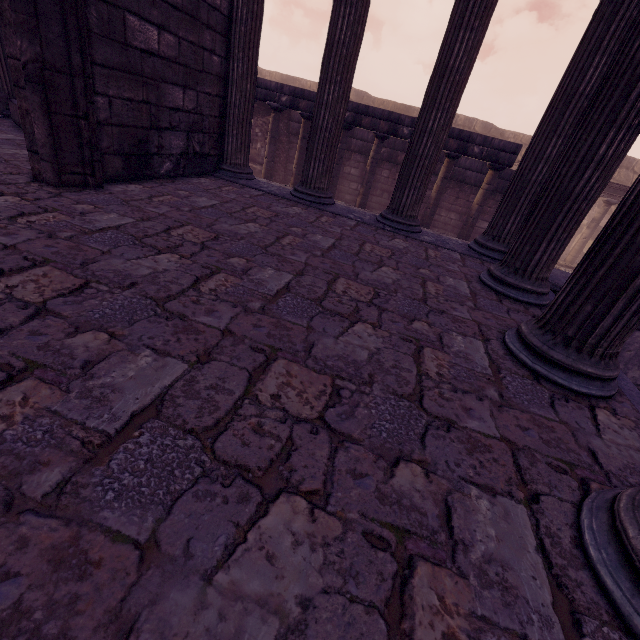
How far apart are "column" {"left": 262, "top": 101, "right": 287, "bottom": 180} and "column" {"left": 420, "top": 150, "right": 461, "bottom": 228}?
4.9m

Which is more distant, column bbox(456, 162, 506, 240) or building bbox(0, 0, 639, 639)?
column bbox(456, 162, 506, 240)

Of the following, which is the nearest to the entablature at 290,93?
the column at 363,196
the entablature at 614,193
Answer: the column at 363,196

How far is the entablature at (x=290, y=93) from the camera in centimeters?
917cm

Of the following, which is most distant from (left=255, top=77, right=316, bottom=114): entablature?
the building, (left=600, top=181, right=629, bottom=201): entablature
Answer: (left=600, top=181, right=629, bottom=201): entablature

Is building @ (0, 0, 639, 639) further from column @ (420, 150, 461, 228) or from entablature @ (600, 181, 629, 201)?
entablature @ (600, 181, 629, 201)

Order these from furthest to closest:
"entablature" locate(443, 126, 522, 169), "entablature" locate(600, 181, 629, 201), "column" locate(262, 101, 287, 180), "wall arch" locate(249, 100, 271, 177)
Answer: "entablature" locate(600, 181, 629, 201)
"wall arch" locate(249, 100, 271, 177)
"column" locate(262, 101, 287, 180)
"entablature" locate(443, 126, 522, 169)

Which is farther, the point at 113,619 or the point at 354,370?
the point at 354,370
